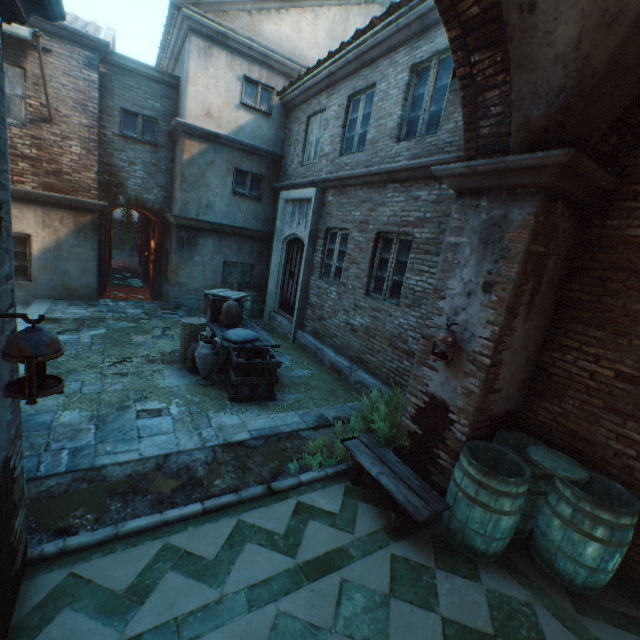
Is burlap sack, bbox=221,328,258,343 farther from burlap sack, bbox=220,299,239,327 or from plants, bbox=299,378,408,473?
plants, bbox=299,378,408,473

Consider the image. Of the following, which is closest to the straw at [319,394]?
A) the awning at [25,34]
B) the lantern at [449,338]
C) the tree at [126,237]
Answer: the lantern at [449,338]

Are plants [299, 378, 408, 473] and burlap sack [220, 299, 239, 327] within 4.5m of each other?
yes

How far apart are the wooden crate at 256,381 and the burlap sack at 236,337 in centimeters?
7cm

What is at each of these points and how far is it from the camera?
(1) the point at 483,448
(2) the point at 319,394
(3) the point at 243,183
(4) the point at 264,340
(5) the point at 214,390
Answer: (1) barrel, 3.63m
(2) straw, 6.25m
(3) window, 10.17m
(4) table, 6.55m
(5) straw, 5.71m

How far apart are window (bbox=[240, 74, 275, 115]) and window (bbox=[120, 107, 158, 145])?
2.6m

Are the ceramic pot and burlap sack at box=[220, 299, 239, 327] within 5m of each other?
yes

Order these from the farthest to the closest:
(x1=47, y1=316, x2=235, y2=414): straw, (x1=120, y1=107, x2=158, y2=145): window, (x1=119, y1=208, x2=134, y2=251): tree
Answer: (x1=119, y1=208, x2=134, y2=251): tree < (x1=120, y1=107, x2=158, y2=145): window < (x1=47, y1=316, x2=235, y2=414): straw
